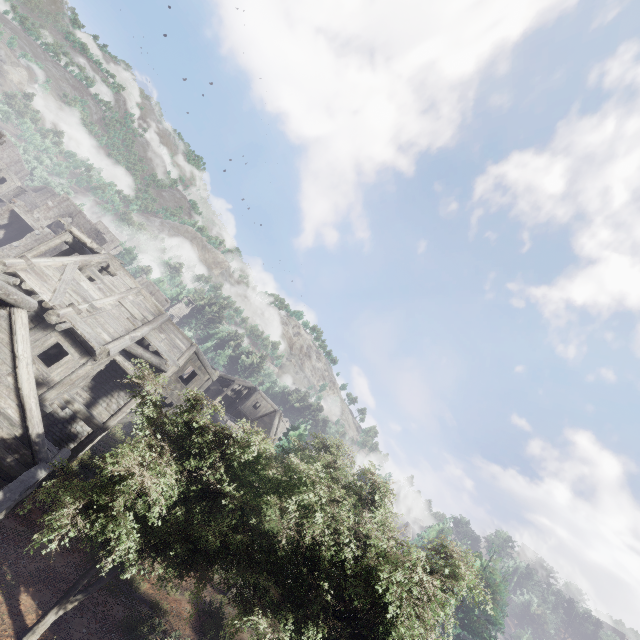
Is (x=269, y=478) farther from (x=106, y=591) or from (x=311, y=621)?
(x=311, y=621)
